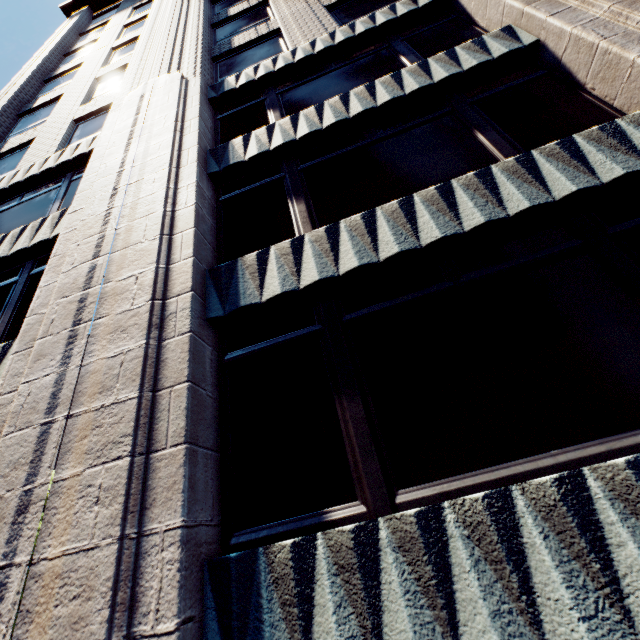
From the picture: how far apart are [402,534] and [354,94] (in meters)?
7.81
